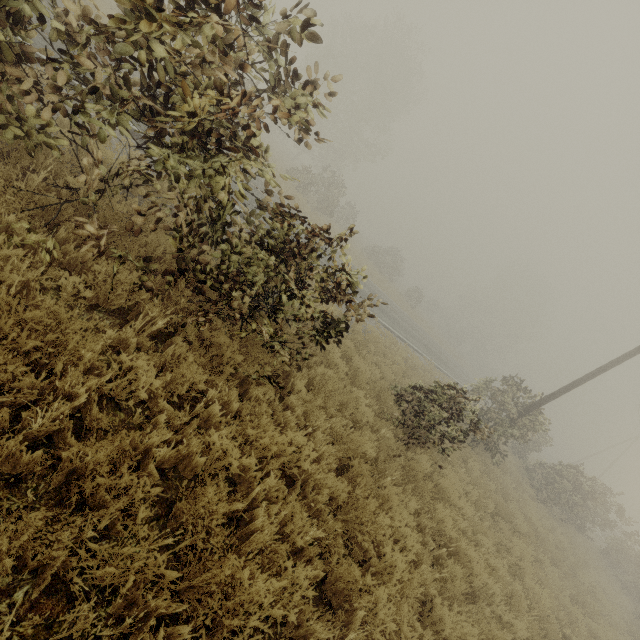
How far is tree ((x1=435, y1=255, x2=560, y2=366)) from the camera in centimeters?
5266cm

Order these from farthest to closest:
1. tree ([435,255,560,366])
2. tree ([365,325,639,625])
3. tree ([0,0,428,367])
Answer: tree ([435,255,560,366]), tree ([365,325,639,625]), tree ([0,0,428,367])

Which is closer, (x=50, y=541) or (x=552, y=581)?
(x=50, y=541)

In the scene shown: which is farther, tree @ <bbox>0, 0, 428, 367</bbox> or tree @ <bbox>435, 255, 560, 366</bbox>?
tree @ <bbox>435, 255, 560, 366</bbox>

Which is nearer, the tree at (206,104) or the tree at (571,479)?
the tree at (206,104)

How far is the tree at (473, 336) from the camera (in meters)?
52.66

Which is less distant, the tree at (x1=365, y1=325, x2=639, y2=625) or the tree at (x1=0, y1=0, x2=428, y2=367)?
the tree at (x1=0, y1=0, x2=428, y2=367)
